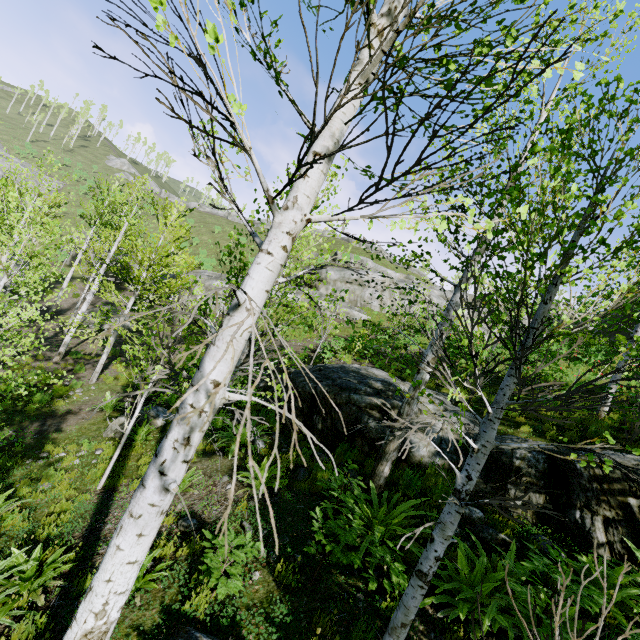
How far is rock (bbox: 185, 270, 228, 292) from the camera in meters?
27.4

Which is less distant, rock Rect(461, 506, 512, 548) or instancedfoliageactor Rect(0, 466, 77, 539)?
rock Rect(461, 506, 512, 548)

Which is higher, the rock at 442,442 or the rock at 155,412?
the rock at 442,442

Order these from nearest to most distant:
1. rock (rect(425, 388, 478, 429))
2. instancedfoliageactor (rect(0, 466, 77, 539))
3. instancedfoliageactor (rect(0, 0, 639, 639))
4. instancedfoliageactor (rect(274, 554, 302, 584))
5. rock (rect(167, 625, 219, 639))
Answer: instancedfoliageactor (rect(0, 0, 639, 639)) → rock (rect(167, 625, 219, 639)) → instancedfoliageactor (rect(274, 554, 302, 584)) → instancedfoliageactor (rect(0, 466, 77, 539)) → rock (rect(425, 388, 478, 429))

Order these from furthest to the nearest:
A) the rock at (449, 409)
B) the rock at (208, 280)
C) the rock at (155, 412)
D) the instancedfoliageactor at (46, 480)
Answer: the rock at (208, 280) → the rock at (155, 412) → the rock at (449, 409) → the instancedfoliageactor at (46, 480)

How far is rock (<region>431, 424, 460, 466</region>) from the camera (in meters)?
6.83

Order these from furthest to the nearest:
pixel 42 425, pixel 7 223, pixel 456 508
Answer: pixel 7 223 < pixel 42 425 < pixel 456 508

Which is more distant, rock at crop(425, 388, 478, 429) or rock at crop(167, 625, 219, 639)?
rock at crop(425, 388, 478, 429)
